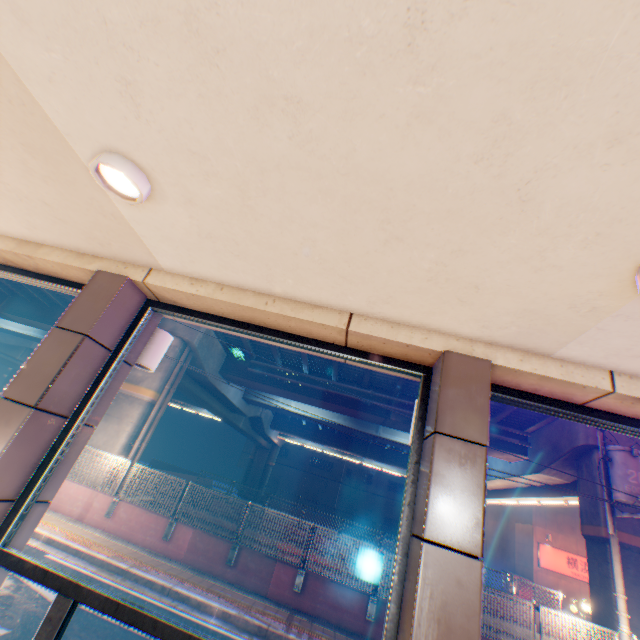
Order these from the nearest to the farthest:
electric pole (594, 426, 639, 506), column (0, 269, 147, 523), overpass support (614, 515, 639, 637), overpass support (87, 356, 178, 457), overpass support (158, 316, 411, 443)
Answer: column (0, 269, 147, 523)
electric pole (594, 426, 639, 506)
overpass support (614, 515, 639, 637)
overpass support (87, 356, 178, 457)
overpass support (158, 316, 411, 443)

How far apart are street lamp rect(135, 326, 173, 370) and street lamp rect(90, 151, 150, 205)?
1.6m

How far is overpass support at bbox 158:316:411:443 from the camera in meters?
16.5

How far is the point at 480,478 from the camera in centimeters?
182cm

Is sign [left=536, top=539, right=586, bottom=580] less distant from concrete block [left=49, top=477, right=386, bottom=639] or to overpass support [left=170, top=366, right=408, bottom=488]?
overpass support [left=170, top=366, right=408, bottom=488]

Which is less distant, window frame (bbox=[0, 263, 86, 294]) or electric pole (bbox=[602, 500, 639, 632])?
window frame (bbox=[0, 263, 86, 294])

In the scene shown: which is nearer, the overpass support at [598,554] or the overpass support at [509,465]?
the overpass support at [598,554]

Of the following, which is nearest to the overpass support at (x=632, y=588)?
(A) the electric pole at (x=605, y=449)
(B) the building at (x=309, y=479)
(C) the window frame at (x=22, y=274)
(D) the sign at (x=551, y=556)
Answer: (A) the electric pole at (x=605, y=449)
